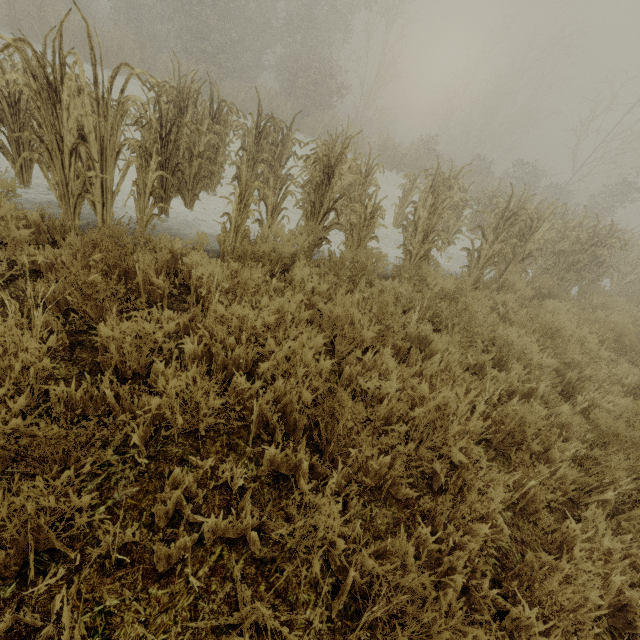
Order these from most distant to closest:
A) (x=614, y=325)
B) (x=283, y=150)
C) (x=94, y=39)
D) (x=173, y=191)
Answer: (x=94, y=39) < (x=283, y=150) < (x=614, y=325) < (x=173, y=191)
